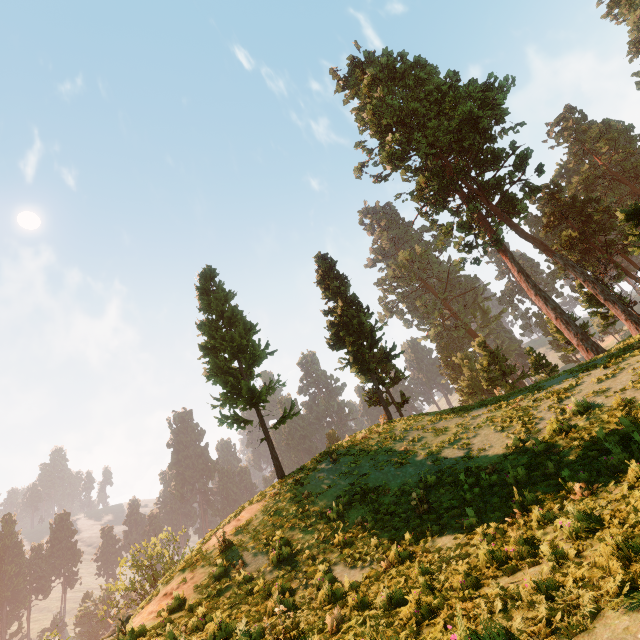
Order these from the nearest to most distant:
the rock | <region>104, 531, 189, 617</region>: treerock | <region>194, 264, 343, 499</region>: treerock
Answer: the rock
<region>194, 264, 343, 499</region>: treerock
<region>104, 531, 189, 617</region>: treerock

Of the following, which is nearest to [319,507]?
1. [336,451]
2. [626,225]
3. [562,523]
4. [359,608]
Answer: [336,451]

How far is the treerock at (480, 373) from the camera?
26.7 meters

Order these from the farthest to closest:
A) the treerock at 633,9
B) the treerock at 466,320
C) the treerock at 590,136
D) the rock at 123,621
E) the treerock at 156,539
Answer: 1. the treerock at 466,320
2. the treerock at 633,9
3. the treerock at 156,539
4. the treerock at 590,136
5. the rock at 123,621

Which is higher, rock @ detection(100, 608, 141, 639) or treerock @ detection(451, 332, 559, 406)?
treerock @ detection(451, 332, 559, 406)

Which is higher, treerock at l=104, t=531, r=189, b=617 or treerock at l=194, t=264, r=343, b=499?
treerock at l=194, t=264, r=343, b=499
